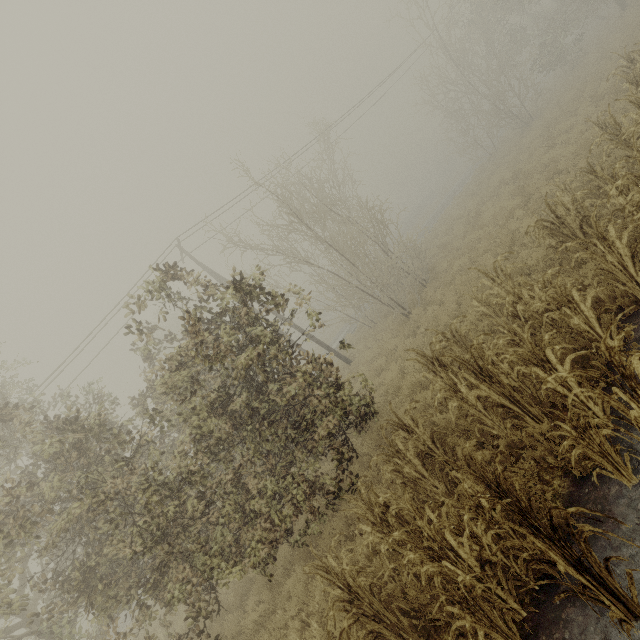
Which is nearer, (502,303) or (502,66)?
(502,303)
